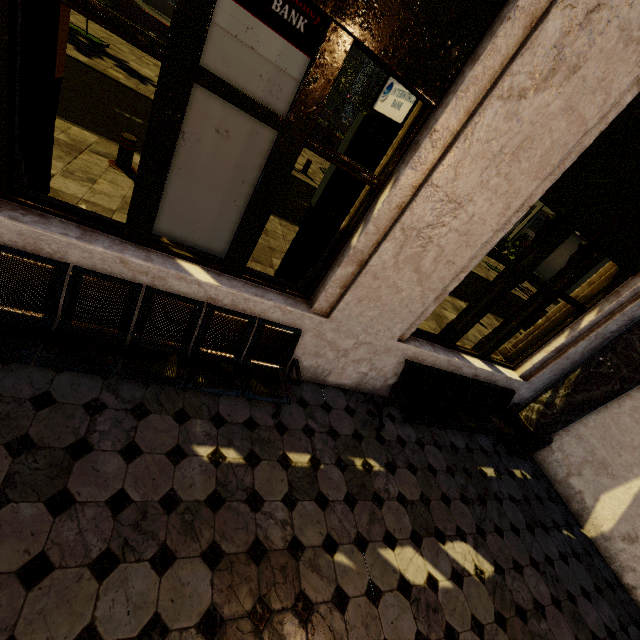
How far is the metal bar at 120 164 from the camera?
5.4 meters

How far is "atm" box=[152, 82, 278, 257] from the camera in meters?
2.7 m

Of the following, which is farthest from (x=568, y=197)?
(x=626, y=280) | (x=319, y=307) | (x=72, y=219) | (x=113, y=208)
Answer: (x=113, y=208)

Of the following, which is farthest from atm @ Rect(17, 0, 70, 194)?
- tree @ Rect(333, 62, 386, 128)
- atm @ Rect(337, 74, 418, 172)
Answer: tree @ Rect(333, 62, 386, 128)

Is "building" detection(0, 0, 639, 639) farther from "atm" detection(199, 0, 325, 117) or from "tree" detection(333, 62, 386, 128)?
"tree" detection(333, 62, 386, 128)

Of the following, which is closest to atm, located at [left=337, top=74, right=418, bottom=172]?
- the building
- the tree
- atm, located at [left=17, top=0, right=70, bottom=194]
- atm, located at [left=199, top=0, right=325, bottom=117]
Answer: the building

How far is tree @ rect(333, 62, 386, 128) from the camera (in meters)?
21.25

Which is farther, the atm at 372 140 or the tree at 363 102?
the tree at 363 102
